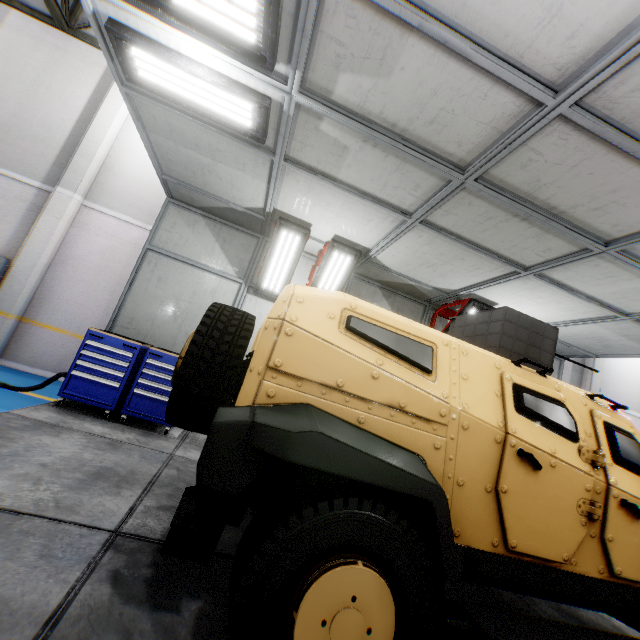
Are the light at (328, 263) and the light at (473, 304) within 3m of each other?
yes

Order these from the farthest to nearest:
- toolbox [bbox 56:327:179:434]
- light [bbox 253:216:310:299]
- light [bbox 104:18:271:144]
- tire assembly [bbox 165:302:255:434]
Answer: light [bbox 253:216:310:299]
toolbox [bbox 56:327:179:434]
light [bbox 104:18:271:144]
tire assembly [bbox 165:302:255:434]

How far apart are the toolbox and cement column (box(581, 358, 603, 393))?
11.5m

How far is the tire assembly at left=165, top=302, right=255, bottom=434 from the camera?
2.1 meters

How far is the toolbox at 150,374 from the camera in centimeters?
481cm

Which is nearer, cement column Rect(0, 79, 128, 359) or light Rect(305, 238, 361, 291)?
light Rect(305, 238, 361, 291)

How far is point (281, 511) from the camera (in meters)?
1.56

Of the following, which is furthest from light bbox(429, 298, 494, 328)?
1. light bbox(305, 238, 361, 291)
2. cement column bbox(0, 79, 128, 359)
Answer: cement column bbox(0, 79, 128, 359)
